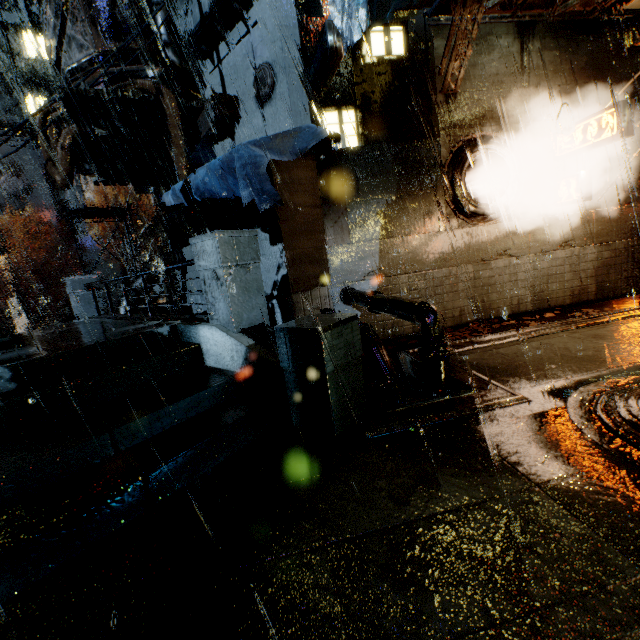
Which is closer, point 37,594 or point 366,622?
point 366,622

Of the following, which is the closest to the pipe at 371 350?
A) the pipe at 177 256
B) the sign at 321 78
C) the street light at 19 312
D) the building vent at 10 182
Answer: the sign at 321 78

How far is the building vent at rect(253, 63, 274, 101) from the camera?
9.05m

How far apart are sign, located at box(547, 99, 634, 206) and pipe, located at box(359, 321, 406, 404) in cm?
677

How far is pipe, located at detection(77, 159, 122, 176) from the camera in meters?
13.9

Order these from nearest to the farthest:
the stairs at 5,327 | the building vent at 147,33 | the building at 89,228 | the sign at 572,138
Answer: the sign at 572,138
the building vent at 147,33
the stairs at 5,327
the building at 89,228

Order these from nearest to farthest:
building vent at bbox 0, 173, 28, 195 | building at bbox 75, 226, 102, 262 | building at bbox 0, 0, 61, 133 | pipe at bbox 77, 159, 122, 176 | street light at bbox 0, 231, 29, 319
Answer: pipe at bbox 77, 159, 122, 176 < street light at bbox 0, 231, 29, 319 < building at bbox 0, 0, 61, 133 < building vent at bbox 0, 173, 28, 195 < building at bbox 75, 226, 102, 262

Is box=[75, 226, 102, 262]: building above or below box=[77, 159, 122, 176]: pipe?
above
